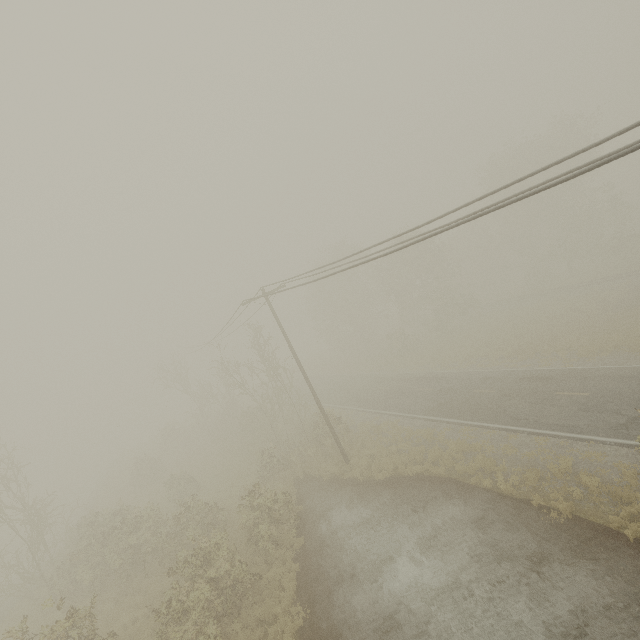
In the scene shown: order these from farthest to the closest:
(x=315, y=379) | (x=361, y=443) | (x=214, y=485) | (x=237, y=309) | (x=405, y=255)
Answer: (x=315, y=379)
(x=405, y=255)
(x=214, y=485)
(x=361, y=443)
(x=237, y=309)
